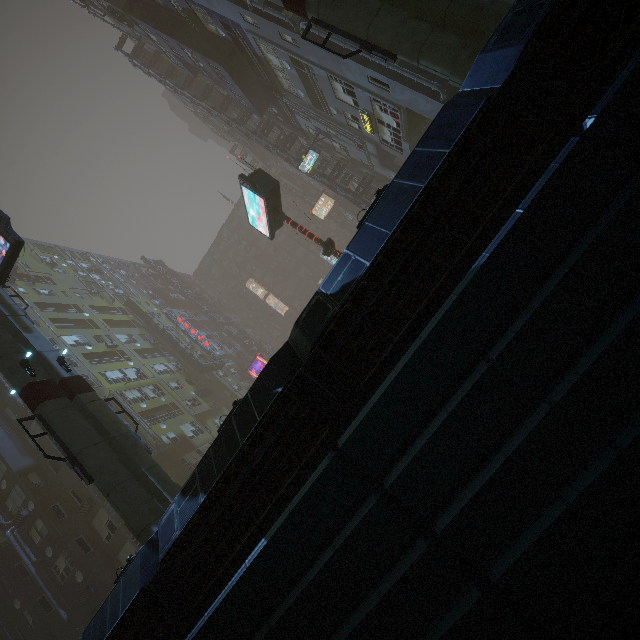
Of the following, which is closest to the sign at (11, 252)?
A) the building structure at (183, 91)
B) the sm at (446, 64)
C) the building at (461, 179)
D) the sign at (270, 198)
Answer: the sm at (446, 64)

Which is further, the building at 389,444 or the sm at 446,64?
the sm at 446,64

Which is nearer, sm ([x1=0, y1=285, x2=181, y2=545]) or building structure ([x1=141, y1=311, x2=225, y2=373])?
sm ([x1=0, y1=285, x2=181, y2=545])

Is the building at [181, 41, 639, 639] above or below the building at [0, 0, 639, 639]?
below

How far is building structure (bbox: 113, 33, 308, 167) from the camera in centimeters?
3197cm

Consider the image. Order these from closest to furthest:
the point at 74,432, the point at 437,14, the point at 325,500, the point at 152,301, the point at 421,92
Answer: the point at 325,500, the point at 437,14, the point at 74,432, the point at 421,92, the point at 152,301

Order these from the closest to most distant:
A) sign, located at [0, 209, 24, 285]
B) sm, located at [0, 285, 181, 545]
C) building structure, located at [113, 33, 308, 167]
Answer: sm, located at [0, 285, 181, 545]
sign, located at [0, 209, 24, 285]
building structure, located at [113, 33, 308, 167]

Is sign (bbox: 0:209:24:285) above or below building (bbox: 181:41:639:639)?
above
